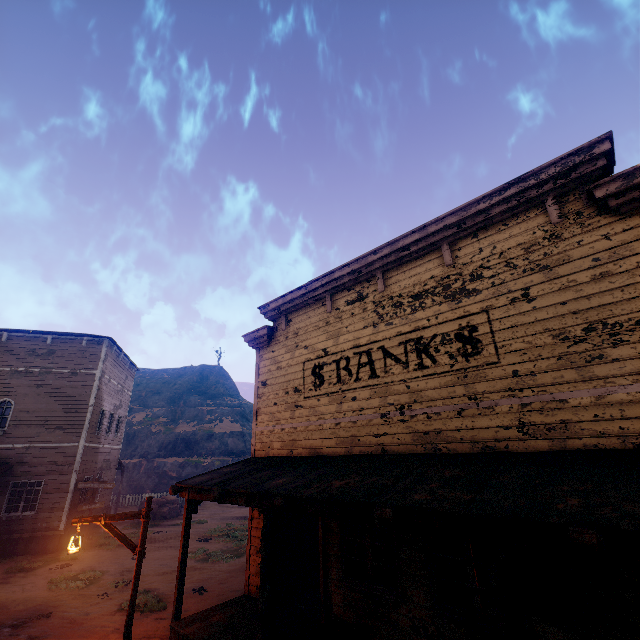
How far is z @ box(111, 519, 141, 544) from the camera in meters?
17.9

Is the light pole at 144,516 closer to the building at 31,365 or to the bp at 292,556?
the building at 31,365

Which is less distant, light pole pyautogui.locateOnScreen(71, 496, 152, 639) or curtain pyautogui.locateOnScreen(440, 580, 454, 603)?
curtain pyautogui.locateOnScreen(440, 580, 454, 603)

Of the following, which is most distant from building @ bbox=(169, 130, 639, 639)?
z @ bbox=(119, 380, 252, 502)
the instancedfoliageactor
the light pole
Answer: the instancedfoliageactor

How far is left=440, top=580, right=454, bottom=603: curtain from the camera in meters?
5.4

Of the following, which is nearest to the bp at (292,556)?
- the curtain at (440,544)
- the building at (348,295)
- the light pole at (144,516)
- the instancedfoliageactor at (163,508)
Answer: the building at (348,295)

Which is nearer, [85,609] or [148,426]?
[85,609]
